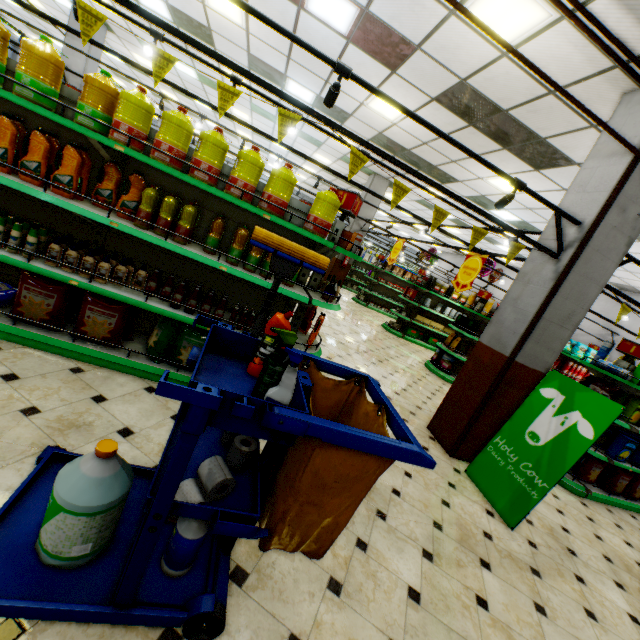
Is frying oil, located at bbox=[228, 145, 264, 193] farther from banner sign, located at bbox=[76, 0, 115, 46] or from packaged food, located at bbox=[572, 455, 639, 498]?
packaged food, located at bbox=[572, 455, 639, 498]

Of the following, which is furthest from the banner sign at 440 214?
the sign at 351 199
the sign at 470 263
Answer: the sign at 470 263

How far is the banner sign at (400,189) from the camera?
3.30m

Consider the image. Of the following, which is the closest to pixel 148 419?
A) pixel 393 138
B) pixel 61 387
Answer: pixel 61 387

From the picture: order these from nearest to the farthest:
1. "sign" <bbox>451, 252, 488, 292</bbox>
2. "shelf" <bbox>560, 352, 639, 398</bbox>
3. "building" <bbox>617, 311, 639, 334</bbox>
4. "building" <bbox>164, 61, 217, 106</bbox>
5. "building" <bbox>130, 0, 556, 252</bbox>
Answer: "shelf" <bbox>560, 352, 639, 398</bbox> → "sign" <bbox>451, 252, 488, 292</bbox> → "building" <bbox>130, 0, 556, 252</bbox> → "building" <bbox>164, 61, 217, 106</bbox> → "building" <bbox>617, 311, 639, 334</bbox>

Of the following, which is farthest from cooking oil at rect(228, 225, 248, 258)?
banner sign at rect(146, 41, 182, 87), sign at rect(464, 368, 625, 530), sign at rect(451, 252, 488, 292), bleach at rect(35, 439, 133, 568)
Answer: sign at rect(451, 252, 488, 292)

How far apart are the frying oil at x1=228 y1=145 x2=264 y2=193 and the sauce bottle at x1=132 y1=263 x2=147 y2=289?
1.0 meters

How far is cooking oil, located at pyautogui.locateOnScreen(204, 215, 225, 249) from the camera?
3.0 meters
